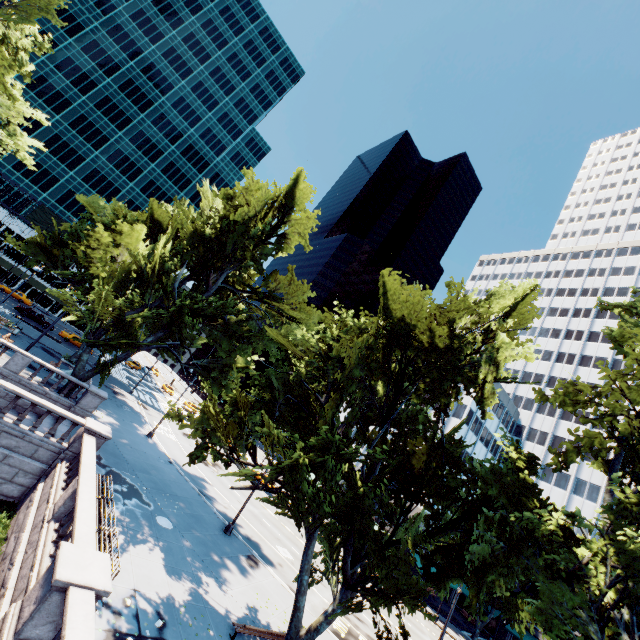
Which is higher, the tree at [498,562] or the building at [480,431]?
the building at [480,431]

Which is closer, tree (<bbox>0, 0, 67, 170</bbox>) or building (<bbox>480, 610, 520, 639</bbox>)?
tree (<bbox>0, 0, 67, 170</bbox>)

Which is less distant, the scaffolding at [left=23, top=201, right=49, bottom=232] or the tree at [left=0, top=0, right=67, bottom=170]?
the tree at [left=0, top=0, right=67, bottom=170]

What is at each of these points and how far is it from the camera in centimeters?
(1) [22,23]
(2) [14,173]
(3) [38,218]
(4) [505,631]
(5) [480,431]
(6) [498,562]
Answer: (1) tree, 1912cm
(2) building, 5984cm
(3) scaffolding, 5919cm
(4) building, 4309cm
(5) building, 5169cm
(6) tree, 936cm

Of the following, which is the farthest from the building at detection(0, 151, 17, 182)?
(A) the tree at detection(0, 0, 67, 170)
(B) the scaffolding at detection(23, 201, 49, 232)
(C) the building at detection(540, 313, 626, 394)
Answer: (C) the building at detection(540, 313, 626, 394)

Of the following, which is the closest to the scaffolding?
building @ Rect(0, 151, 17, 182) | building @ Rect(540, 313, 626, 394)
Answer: building @ Rect(0, 151, 17, 182)

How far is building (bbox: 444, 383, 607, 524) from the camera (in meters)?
46.91

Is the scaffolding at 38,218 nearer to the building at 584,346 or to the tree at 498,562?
the tree at 498,562
